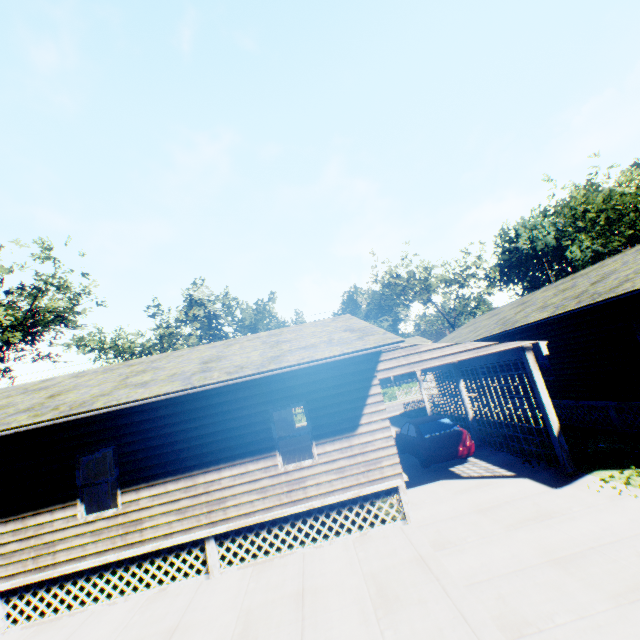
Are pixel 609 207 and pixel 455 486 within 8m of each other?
no

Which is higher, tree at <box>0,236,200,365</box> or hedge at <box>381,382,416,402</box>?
tree at <box>0,236,200,365</box>

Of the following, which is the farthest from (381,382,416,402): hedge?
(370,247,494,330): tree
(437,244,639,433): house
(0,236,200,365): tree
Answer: (0,236,200,365): tree

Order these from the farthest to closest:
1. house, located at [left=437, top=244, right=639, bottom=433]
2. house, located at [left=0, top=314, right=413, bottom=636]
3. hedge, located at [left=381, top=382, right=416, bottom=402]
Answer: hedge, located at [left=381, top=382, right=416, bottom=402]
house, located at [left=437, top=244, right=639, bottom=433]
house, located at [left=0, top=314, right=413, bottom=636]

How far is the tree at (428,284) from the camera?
46.09m

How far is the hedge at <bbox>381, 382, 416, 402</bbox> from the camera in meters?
44.0 m

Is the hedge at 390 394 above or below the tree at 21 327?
below

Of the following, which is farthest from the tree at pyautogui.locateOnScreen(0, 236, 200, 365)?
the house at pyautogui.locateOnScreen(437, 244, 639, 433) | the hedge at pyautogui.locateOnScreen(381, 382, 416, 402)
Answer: the house at pyautogui.locateOnScreen(437, 244, 639, 433)
